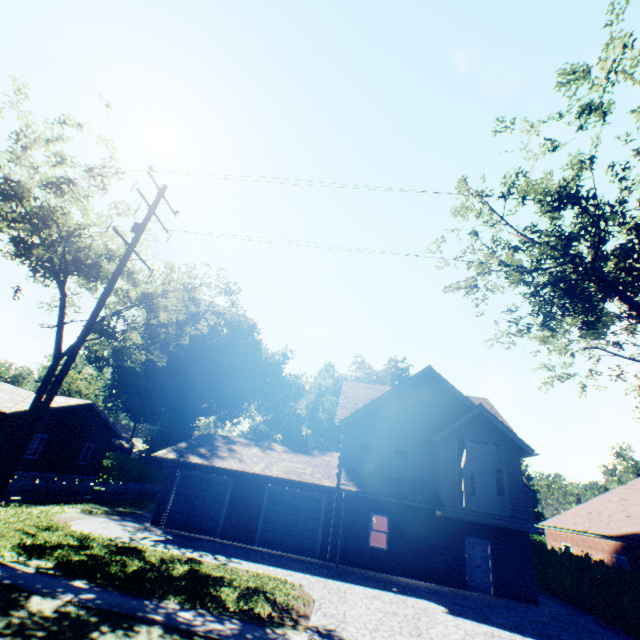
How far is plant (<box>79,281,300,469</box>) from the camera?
40.4 meters

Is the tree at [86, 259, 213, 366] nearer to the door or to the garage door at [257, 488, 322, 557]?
the garage door at [257, 488, 322, 557]

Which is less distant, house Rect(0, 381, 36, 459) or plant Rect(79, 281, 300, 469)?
house Rect(0, 381, 36, 459)

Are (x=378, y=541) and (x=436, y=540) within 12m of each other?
yes

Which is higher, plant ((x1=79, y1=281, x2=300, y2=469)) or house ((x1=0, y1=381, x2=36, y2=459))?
plant ((x1=79, y1=281, x2=300, y2=469))

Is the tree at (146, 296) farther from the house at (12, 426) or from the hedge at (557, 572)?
the hedge at (557, 572)

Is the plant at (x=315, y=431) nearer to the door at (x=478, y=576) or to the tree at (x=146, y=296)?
the tree at (x=146, y=296)

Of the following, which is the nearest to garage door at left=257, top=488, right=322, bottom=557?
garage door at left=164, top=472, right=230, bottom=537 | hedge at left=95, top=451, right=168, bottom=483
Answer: garage door at left=164, top=472, right=230, bottom=537
